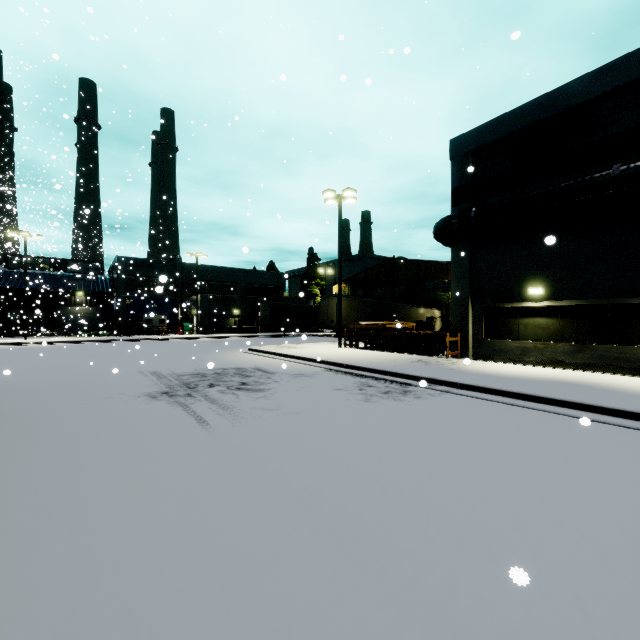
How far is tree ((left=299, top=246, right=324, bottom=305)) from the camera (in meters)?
51.62

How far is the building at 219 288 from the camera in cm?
3988

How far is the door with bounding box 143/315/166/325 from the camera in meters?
42.8

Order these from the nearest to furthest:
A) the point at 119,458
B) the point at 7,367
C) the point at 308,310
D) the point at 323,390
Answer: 1. the point at 119,458
2. the point at 323,390
3. the point at 7,367
4. the point at 308,310

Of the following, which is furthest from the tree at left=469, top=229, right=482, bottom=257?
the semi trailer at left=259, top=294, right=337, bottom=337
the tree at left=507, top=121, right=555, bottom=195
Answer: the semi trailer at left=259, top=294, right=337, bottom=337

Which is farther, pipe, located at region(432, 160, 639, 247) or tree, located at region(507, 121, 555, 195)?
tree, located at region(507, 121, 555, 195)

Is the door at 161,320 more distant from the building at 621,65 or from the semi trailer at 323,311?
the semi trailer at 323,311

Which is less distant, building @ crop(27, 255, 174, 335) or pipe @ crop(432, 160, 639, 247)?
pipe @ crop(432, 160, 639, 247)
